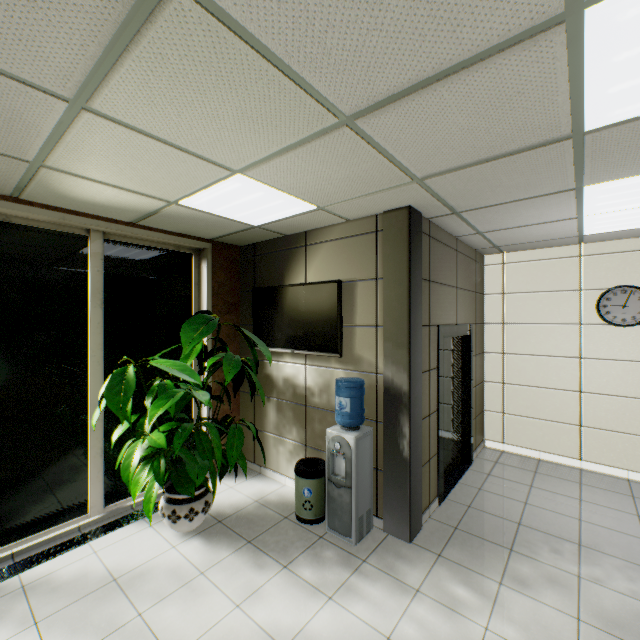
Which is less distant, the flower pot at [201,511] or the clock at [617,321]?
the flower pot at [201,511]

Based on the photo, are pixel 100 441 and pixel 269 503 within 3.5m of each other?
yes

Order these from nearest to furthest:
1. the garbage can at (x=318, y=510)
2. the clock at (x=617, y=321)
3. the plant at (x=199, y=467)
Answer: the plant at (x=199, y=467)
the garbage can at (x=318, y=510)
the clock at (x=617, y=321)

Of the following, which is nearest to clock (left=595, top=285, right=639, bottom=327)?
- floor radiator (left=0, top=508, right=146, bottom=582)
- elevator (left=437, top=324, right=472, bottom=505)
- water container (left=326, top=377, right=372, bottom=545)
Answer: elevator (left=437, top=324, right=472, bottom=505)

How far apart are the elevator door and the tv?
1.20m

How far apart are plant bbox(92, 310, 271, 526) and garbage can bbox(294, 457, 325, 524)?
1.2 meters

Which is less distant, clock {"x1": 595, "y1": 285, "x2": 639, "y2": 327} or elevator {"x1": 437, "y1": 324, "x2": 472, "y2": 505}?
elevator {"x1": 437, "y1": 324, "x2": 472, "y2": 505}

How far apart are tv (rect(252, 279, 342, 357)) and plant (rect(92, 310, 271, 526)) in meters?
1.1 m
